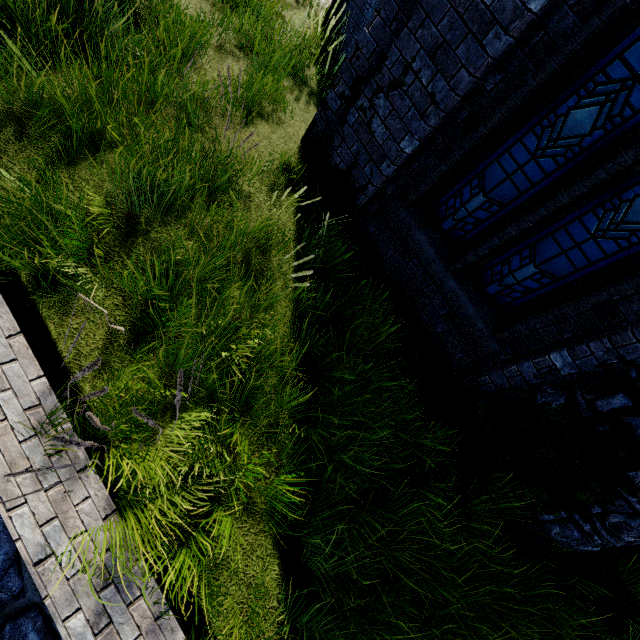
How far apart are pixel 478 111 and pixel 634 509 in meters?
4.4
